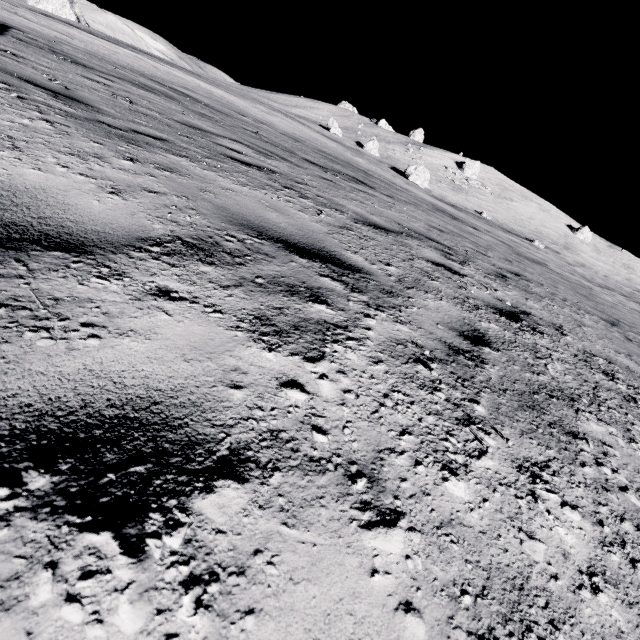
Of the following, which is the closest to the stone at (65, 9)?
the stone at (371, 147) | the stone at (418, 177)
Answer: the stone at (371, 147)

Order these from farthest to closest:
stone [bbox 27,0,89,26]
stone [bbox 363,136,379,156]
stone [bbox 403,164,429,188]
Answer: stone [bbox 363,136,379,156]
stone [bbox 27,0,89,26]
stone [bbox 403,164,429,188]

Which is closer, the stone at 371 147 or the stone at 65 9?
the stone at 65 9

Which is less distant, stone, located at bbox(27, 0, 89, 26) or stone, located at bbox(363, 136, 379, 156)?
stone, located at bbox(27, 0, 89, 26)

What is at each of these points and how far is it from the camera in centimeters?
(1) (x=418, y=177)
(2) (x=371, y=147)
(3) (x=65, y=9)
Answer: (1) stone, 3716cm
(2) stone, 4706cm
(3) stone, 4609cm

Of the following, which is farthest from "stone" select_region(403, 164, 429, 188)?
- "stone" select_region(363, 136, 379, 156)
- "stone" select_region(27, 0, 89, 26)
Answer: "stone" select_region(27, 0, 89, 26)

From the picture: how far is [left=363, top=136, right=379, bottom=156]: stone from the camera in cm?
4691
